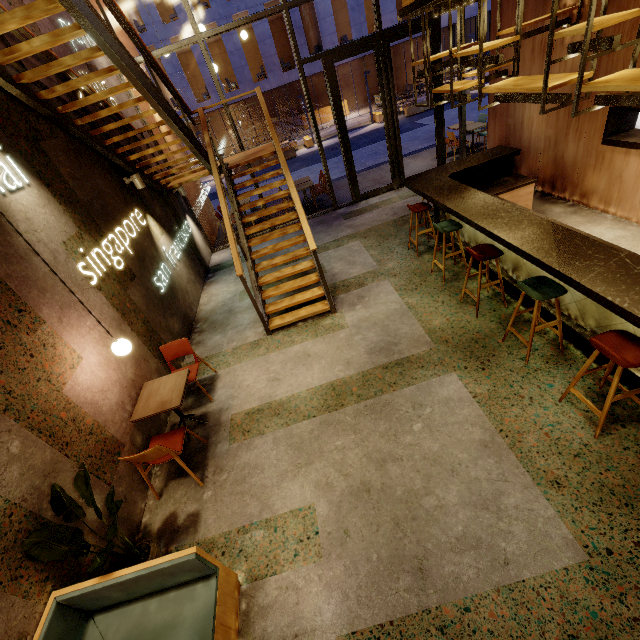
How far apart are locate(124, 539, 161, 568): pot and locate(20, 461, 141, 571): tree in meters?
0.0 m

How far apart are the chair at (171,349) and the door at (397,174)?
6.77m

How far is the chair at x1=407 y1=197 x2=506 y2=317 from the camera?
4.2 meters

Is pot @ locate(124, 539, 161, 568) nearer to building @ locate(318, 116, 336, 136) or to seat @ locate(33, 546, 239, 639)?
seat @ locate(33, 546, 239, 639)

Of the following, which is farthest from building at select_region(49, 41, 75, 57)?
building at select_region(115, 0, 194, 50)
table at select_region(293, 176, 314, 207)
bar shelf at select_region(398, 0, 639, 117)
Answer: building at select_region(115, 0, 194, 50)

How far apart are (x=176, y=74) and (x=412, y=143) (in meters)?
16.18

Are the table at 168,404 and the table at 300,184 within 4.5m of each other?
no

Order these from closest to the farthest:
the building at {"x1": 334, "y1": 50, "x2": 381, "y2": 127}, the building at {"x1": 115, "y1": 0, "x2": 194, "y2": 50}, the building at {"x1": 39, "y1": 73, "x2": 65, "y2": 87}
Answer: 1. the building at {"x1": 39, "y1": 73, "x2": 65, "y2": 87}
2. the building at {"x1": 115, "y1": 0, "x2": 194, "y2": 50}
3. the building at {"x1": 334, "y1": 50, "x2": 381, "y2": 127}
